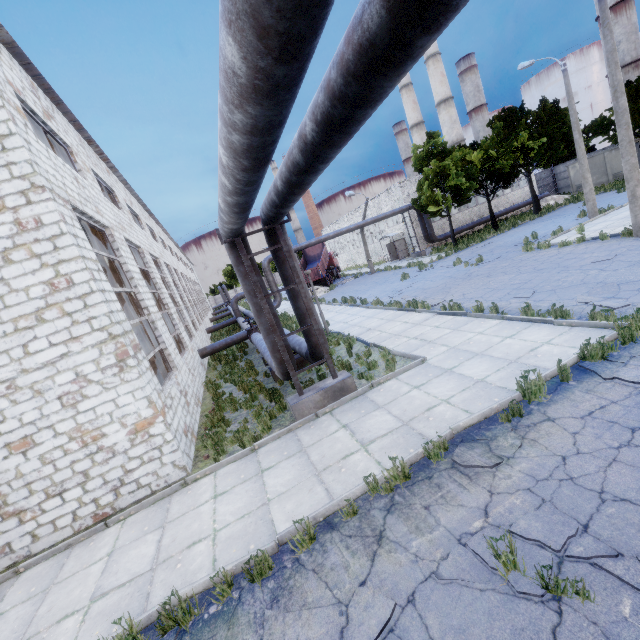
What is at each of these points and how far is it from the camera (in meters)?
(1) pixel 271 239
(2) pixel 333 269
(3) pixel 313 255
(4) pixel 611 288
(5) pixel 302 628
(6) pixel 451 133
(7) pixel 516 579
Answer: (1) pipe, 8.05
(2) truck, 41.97
(3) truck dump body, 40.56
(4) asphalt debris, 8.94
(5) asphalt debris, 3.51
(6) chimney, 47.94
(7) asphalt debris, 3.23

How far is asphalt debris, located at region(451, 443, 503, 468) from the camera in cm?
470

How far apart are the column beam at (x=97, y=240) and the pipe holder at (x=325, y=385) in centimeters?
544cm

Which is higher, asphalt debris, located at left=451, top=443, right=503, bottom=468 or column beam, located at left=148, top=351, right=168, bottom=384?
column beam, located at left=148, top=351, right=168, bottom=384

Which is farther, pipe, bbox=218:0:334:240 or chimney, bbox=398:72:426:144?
chimney, bbox=398:72:426:144

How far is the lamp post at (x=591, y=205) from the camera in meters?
18.1

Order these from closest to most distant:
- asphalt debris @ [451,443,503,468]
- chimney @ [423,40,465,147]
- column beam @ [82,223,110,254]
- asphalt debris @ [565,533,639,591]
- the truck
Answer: asphalt debris @ [565,533,639,591]
asphalt debris @ [451,443,503,468]
column beam @ [82,223,110,254]
the truck
chimney @ [423,40,465,147]

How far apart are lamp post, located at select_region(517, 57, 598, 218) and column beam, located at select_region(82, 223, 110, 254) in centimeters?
2449cm
